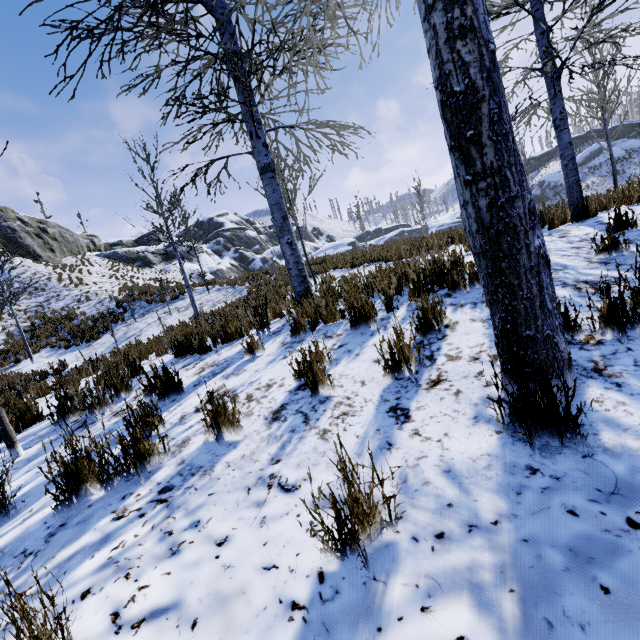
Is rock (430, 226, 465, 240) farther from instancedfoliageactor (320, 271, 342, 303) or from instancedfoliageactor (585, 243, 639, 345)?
instancedfoliageactor (585, 243, 639, 345)

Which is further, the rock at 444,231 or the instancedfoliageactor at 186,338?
the rock at 444,231

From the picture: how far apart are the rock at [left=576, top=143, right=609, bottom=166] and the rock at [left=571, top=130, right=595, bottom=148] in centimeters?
711cm

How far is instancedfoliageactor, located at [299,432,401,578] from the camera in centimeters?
123cm

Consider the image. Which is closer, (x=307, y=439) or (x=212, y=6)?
(x=307, y=439)

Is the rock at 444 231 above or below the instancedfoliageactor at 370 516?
above

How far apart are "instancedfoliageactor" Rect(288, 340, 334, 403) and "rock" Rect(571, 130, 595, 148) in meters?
72.3 m

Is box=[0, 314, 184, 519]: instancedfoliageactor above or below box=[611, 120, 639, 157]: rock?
below
